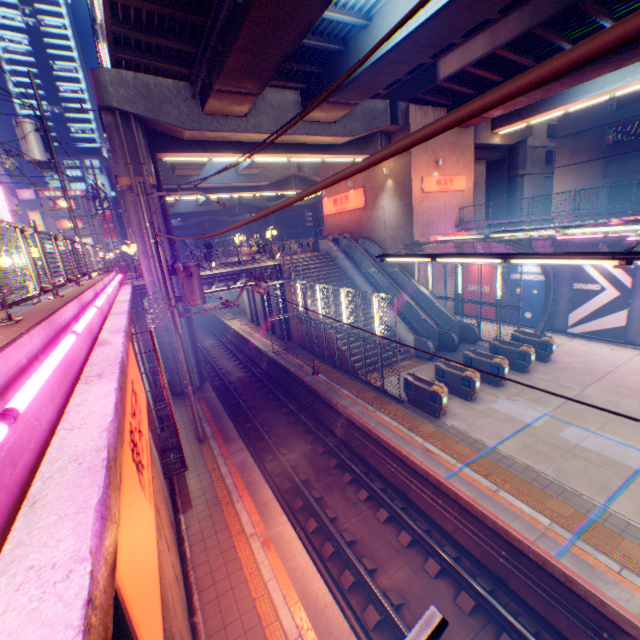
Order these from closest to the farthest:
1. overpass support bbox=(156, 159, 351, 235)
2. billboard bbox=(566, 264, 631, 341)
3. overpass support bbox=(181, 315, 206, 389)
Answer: billboard bbox=(566, 264, 631, 341) → overpass support bbox=(181, 315, 206, 389) → overpass support bbox=(156, 159, 351, 235)

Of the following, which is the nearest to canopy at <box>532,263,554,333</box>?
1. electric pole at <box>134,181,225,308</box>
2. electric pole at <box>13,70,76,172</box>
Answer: electric pole at <box>134,181,225,308</box>

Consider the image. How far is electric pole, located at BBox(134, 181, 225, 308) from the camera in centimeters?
1083cm

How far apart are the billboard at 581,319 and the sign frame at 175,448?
21.4 meters

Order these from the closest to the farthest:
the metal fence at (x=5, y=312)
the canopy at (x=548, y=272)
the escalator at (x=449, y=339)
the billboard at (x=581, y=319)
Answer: the metal fence at (x=5, y=312) < the billboard at (x=581, y=319) < the canopy at (x=548, y=272) < the escalator at (x=449, y=339)

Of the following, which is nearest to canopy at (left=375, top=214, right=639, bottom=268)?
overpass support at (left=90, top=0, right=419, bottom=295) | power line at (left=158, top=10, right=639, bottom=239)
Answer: overpass support at (left=90, top=0, right=419, bottom=295)

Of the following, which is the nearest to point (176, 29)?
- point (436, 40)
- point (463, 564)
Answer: point (436, 40)
